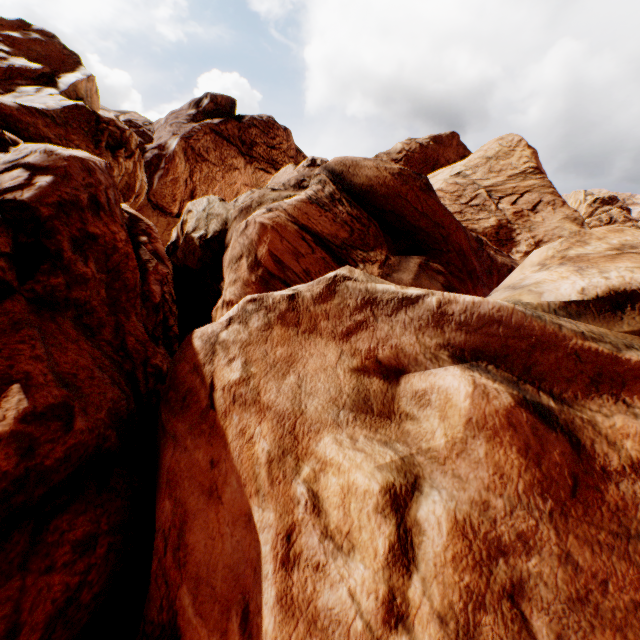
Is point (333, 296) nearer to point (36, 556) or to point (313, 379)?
point (313, 379)
